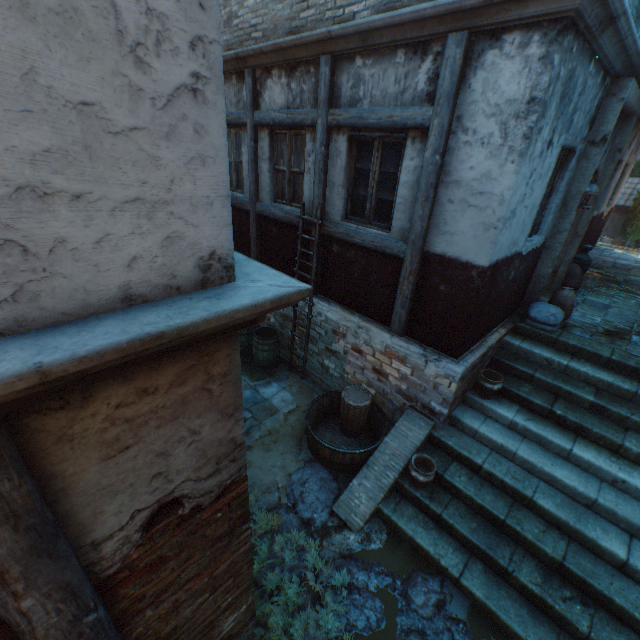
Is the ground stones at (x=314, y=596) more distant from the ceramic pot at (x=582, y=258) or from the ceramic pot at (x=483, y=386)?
the ceramic pot at (x=582, y=258)

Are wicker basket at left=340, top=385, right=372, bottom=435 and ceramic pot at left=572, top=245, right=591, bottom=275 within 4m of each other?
no

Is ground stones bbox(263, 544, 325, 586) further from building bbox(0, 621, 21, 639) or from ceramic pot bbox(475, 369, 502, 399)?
ceramic pot bbox(475, 369, 502, 399)

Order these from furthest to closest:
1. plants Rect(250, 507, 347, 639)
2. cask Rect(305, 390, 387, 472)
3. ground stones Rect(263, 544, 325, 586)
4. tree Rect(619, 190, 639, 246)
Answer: tree Rect(619, 190, 639, 246)
cask Rect(305, 390, 387, 472)
ground stones Rect(263, 544, 325, 586)
plants Rect(250, 507, 347, 639)

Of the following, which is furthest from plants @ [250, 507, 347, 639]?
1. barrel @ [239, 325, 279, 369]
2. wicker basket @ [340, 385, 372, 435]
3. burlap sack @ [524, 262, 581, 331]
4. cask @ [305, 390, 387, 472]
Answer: burlap sack @ [524, 262, 581, 331]

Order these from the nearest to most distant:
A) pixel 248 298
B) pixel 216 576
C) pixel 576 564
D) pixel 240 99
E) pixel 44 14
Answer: pixel 44 14
pixel 248 298
pixel 216 576
pixel 576 564
pixel 240 99

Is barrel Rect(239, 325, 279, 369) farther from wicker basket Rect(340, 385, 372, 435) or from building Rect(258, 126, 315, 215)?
wicker basket Rect(340, 385, 372, 435)

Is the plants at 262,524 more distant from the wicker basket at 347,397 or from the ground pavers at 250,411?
the wicker basket at 347,397
